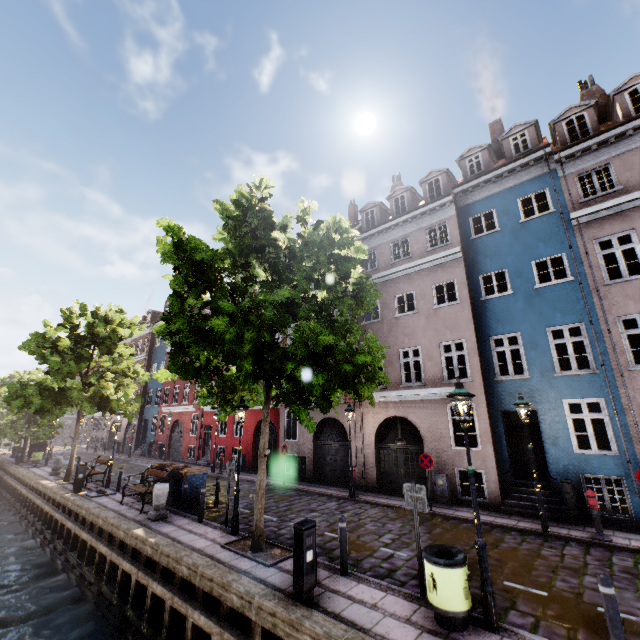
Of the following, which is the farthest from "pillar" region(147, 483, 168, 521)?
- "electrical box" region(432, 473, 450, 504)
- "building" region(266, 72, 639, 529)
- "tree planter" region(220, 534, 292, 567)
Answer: "electrical box" region(432, 473, 450, 504)

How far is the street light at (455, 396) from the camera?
5.13m

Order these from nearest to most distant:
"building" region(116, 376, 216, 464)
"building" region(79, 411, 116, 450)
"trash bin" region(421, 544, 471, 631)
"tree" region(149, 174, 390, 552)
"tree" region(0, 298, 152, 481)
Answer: "trash bin" region(421, 544, 471, 631) < "tree" region(149, 174, 390, 552) < "tree" region(0, 298, 152, 481) < "building" region(116, 376, 216, 464) < "building" region(79, 411, 116, 450)

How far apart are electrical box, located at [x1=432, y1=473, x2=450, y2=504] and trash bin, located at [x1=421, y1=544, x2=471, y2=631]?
7.7 meters

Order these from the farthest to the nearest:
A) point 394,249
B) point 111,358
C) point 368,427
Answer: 1. point 394,249
2. point 111,358
3. point 368,427

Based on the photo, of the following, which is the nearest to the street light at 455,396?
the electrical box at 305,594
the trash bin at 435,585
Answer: the trash bin at 435,585

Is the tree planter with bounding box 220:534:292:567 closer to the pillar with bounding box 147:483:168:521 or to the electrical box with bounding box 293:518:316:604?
the electrical box with bounding box 293:518:316:604

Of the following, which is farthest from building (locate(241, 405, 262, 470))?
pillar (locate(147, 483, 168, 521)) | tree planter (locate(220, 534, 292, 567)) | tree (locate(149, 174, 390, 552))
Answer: pillar (locate(147, 483, 168, 521))
